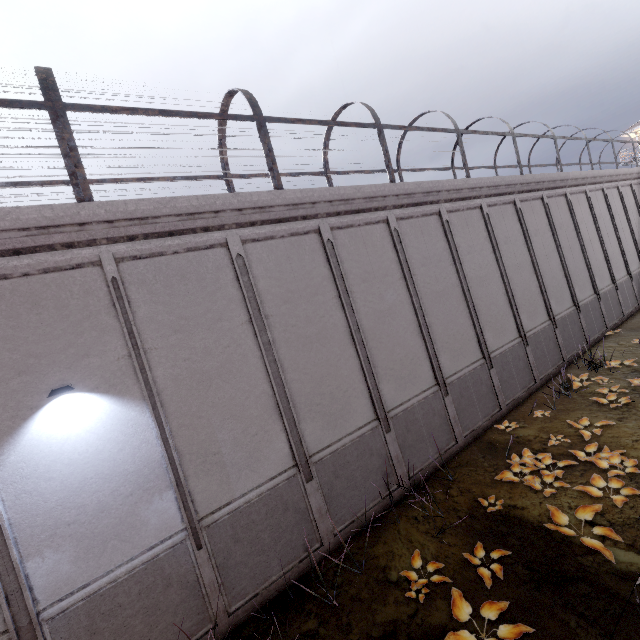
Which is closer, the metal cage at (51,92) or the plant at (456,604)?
the plant at (456,604)

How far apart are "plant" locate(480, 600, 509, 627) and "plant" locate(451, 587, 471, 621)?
0.15m

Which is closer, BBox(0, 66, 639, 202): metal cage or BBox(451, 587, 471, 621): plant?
BBox(451, 587, 471, 621): plant

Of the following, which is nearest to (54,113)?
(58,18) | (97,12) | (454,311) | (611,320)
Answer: (454,311)

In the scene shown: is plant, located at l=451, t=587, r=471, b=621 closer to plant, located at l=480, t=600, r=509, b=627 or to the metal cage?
plant, located at l=480, t=600, r=509, b=627

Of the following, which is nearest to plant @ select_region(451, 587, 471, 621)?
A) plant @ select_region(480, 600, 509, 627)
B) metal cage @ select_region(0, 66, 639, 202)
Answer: plant @ select_region(480, 600, 509, 627)

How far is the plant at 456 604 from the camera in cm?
502
